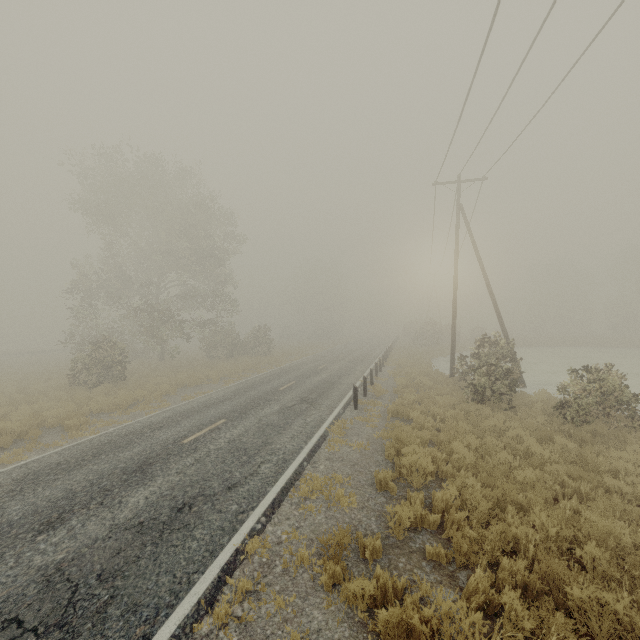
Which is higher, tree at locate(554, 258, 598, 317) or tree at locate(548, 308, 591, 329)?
tree at locate(554, 258, 598, 317)

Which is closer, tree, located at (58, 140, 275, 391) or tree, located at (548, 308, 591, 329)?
tree, located at (58, 140, 275, 391)

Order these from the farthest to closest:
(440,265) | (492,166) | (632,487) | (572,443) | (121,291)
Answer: (440,265), (121,291), (492,166), (572,443), (632,487)

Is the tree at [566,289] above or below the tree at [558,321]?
above

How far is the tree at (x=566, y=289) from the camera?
56.81m

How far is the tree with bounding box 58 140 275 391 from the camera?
24.45m

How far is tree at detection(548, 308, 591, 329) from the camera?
57.3 meters
